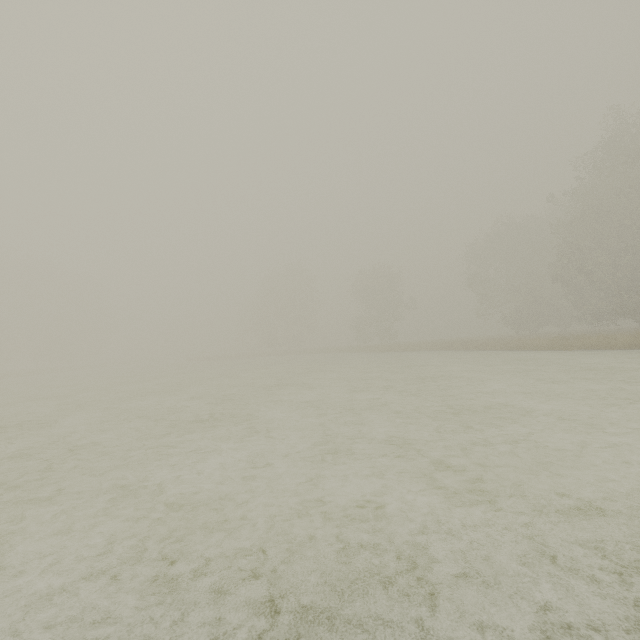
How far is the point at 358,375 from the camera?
16.4 meters
